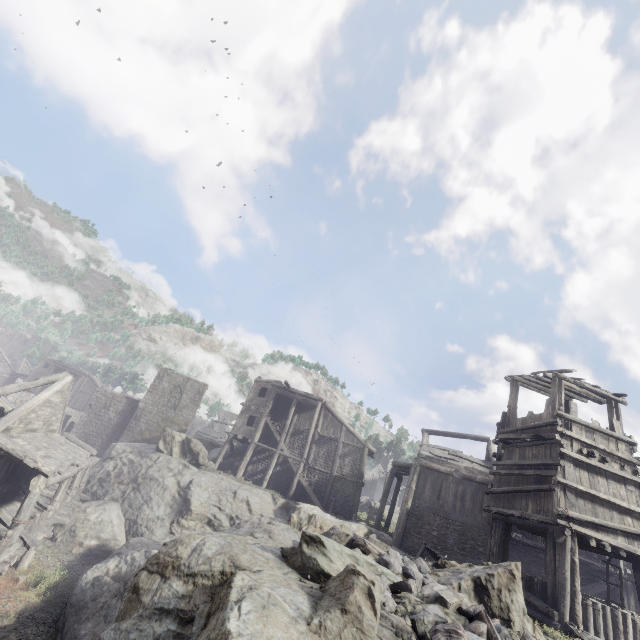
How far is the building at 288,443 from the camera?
27.4m

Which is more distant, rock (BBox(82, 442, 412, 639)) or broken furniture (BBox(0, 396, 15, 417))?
broken furniture (BBox(0, 396, 15, 417))

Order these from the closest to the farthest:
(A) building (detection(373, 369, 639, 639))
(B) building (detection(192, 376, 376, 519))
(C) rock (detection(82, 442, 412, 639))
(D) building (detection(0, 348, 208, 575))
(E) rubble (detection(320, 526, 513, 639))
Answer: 1. (C) rock (detection(82, 442, 412, 639))
2. (E) rubble (detection(320, 526, 513, 639))
3. (A) building (detection(373, 369, 639, 639))
4. (D) building (detection(0, 348, 208, 575))
5. (B) building (detection(192, 376, 376, 519))

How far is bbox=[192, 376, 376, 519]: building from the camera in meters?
27.4

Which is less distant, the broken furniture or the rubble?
the rubble

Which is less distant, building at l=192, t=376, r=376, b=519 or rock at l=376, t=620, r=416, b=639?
rock at l=376, t=620, r=416, b=639

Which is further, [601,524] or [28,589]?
[28,589]

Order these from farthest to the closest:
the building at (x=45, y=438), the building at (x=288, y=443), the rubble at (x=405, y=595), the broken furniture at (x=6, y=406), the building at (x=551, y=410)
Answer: the building at (x=288, y=443), the broken furniture at (x=6, y=406), the building at (x=45, y=438), the building at (x=551, y=410), the rubble at (x=405, y=595)
